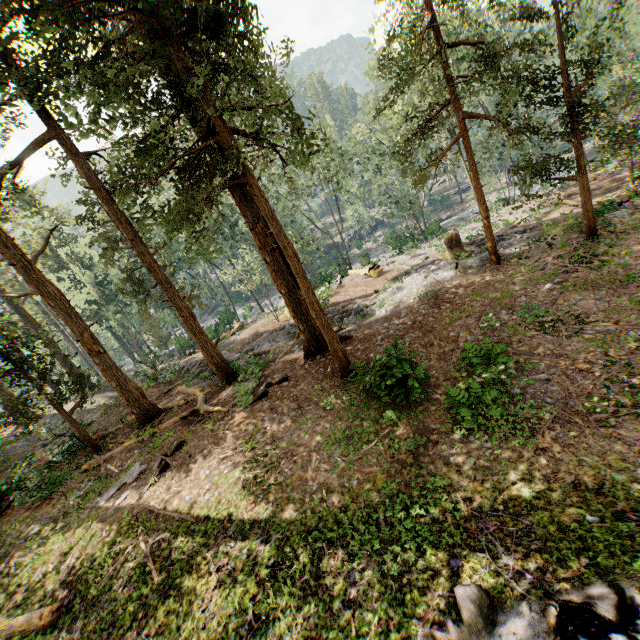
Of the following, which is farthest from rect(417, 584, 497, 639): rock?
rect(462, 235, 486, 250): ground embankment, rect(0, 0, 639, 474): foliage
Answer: rect(462, 235, 486, 250): ground embankment

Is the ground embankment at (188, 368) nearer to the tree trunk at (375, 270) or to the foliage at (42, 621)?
the foliage at (42, 621)

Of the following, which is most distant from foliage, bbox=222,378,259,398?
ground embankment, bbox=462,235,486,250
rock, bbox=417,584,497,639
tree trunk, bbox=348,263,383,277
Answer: tree trunk, bbox=348,263,383,277

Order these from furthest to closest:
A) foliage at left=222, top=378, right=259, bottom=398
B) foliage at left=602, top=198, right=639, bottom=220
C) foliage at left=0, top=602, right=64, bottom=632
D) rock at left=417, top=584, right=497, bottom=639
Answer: foliage at left=602, top=198, right=639, bottom=220, foliage at left=222, top=378, right=259, bottom=398, foliage at left=0, top=602, right=64, bottom=632, rock at left=417, top=584, right=497, bottom=639

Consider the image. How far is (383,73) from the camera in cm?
1221

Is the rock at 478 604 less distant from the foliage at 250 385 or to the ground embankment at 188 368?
the foliage at 250 385

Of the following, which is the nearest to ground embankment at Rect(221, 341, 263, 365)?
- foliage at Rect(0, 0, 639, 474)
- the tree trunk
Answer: foliage at Rect(0, 0, 639, 474)

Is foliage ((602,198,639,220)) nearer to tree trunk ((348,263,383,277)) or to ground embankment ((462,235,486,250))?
ground embankment ((462,235,486,250))
